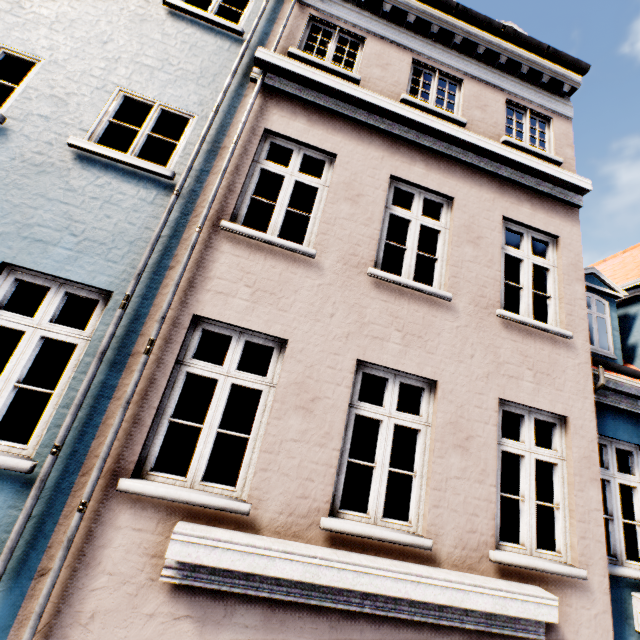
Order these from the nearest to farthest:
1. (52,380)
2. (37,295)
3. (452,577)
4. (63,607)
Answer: (63,607), (452,577), (37,295), (52,380)
